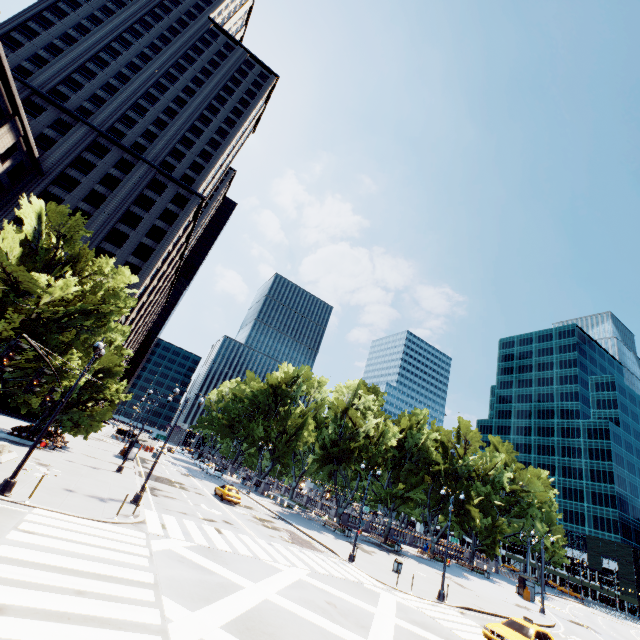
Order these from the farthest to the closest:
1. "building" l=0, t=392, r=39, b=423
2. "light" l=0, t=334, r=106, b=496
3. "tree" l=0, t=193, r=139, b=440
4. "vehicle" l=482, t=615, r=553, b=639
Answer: "building" l=0, t=392, r=39, b=423, "tree" l=0, t=193, r=139, b=440, "vehicle" l=482, t=615, r=553, b=639, "light" l=0, t=334, r=106, b=496

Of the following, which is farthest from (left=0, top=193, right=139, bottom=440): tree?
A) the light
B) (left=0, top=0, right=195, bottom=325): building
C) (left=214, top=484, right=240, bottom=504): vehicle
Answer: (left=214, top=484, right=240, bottom=504): vehicle

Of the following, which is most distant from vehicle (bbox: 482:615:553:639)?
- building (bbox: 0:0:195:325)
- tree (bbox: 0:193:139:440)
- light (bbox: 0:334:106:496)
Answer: building (bbox: 0:0:195:325)

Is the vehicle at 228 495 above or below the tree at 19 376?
below

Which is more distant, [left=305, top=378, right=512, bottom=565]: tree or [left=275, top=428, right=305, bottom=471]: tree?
[left=275, top=428, right=305, bottom=471]: tree

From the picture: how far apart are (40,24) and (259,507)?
91.6m

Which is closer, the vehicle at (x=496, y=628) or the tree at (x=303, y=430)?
the vehicle at (x=496, y=628)

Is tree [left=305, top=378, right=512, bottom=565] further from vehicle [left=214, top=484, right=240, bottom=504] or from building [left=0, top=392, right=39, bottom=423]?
vehicle [left=214, top=484, right=240, bottom=504]
